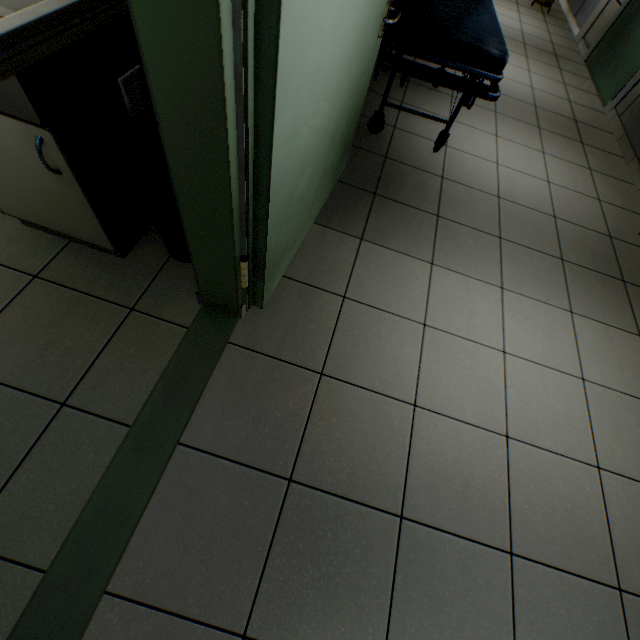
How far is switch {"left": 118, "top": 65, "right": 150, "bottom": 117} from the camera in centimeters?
74cm

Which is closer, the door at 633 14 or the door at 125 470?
the door at 125 470

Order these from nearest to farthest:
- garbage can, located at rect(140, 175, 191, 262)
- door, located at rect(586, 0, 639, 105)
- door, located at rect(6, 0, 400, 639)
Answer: door, located at rect(6, 0, 400, 639)
garbage can, located at rect(140, 175, 191, 262)
door, located at rect(586, 0, 639, 105)

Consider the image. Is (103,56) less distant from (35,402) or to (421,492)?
(35,402)

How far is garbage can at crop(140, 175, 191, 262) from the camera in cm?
150

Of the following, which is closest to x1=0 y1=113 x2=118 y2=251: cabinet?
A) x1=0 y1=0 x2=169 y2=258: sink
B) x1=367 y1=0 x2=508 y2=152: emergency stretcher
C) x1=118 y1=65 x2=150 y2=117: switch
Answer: x1=0 y1=0 x2=169 y2=258: sink

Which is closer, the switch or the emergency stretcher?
the switch

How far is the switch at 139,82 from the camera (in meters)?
0.74
